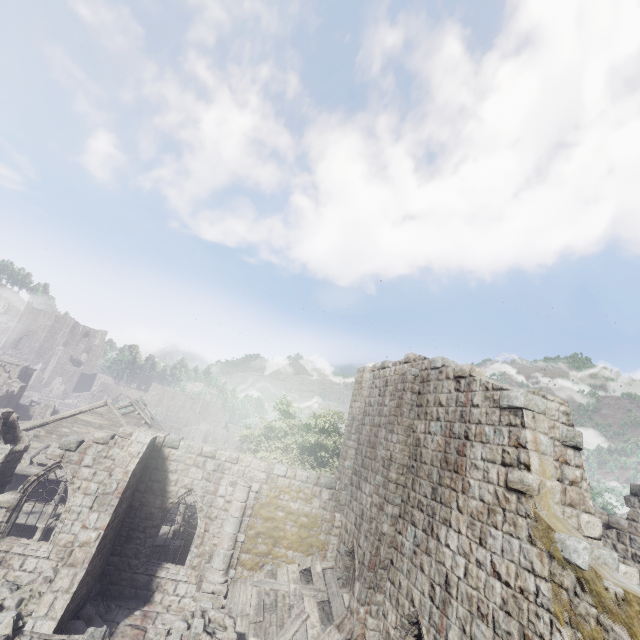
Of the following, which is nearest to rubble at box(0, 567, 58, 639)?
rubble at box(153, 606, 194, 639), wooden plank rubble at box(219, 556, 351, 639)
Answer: rubble at box(153, 606, 194, 639)

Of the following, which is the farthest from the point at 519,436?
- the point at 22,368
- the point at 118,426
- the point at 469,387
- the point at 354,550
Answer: the point at 22,368

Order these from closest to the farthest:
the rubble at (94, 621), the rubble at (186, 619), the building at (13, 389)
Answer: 1. the building at (13, 389)
2. the rubble at (94, 621)
3. the rubble at (186, 619)

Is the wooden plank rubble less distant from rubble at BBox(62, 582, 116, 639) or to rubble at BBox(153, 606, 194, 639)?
rubble at BBox(153, 606, 194, 639)

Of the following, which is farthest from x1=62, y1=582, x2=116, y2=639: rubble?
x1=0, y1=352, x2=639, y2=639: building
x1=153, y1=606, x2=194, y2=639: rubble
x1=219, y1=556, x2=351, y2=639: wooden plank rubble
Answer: x1=219, y1=556, x2=351, y2=639: wooden plank rubble

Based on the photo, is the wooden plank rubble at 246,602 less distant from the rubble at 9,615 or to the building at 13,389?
the building at 13,389

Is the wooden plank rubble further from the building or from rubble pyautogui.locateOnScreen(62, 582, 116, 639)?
Result: rubble pyautogui.locateOnScreen(62, 582, 116, 639)

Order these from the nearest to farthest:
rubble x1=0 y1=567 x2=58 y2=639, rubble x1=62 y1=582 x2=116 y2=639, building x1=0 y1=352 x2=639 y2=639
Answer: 1. building x1=0 y1=352 x2=639 y2=639
2. rubble x1=0 y1=567 x2=58 y2=639
3. rubble x1=62 y1=582 x2=116 y2=639
